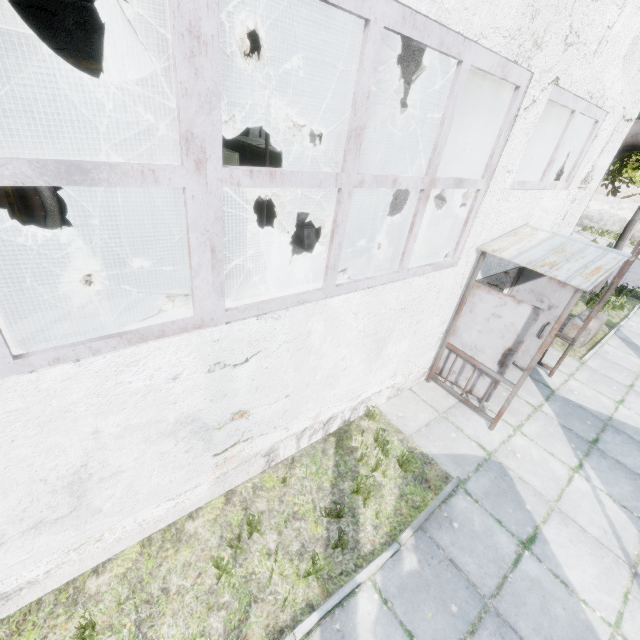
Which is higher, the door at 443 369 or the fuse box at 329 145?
the fuse box at 329 145

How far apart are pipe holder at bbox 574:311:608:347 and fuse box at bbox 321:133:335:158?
19.10m

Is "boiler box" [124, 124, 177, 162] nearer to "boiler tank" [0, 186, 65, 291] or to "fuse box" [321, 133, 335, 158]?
"boiler tank" [0, 186, 65, 291]

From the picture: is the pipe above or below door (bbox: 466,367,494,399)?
above

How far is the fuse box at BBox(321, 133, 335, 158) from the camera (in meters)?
22.89

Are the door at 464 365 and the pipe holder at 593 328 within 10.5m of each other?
yes

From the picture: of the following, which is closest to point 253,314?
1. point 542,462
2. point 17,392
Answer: point 17,392

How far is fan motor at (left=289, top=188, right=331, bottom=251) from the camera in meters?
11.6
